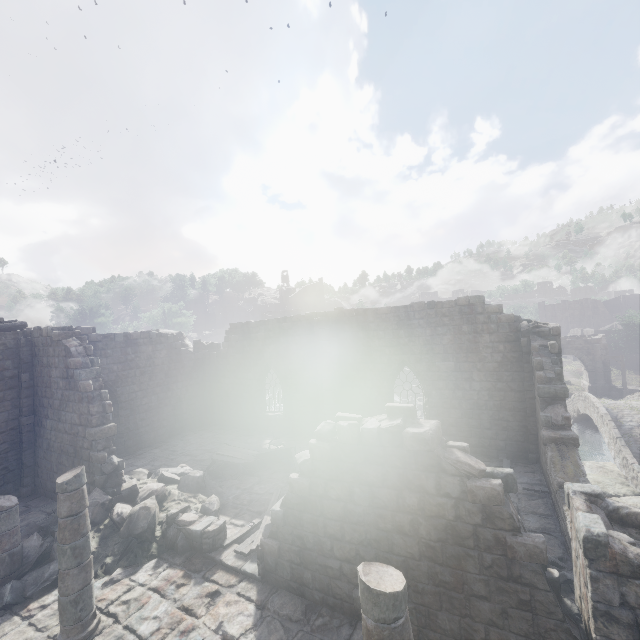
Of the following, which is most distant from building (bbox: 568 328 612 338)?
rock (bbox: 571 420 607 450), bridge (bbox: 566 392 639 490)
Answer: rock (bbox: 571 420 607 450)

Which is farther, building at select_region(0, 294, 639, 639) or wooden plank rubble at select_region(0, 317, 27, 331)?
wooden plank rubble at select_region(0, 317, 27, 331)

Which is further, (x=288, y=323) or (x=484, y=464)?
(x=288, y=323)

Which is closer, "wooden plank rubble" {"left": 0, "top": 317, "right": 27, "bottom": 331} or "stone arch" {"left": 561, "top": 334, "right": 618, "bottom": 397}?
"wooden plank rubble" {"left": 0, "top": 317, "right": 27, "bottom": 331}

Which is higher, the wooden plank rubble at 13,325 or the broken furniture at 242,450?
the wooden plank rubble at 13,325

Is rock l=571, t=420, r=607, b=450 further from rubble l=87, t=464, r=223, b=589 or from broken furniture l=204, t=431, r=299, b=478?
rubble l=87, t=464, r=223, b=589

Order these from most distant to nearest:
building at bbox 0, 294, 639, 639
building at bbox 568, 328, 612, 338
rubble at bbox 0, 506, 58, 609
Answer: building at bbox 568, 328, 612, 338
rubble at bbox 0, 506, 58, 609
building at bbox 0, 294, 639, 639

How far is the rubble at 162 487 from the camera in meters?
8.8
